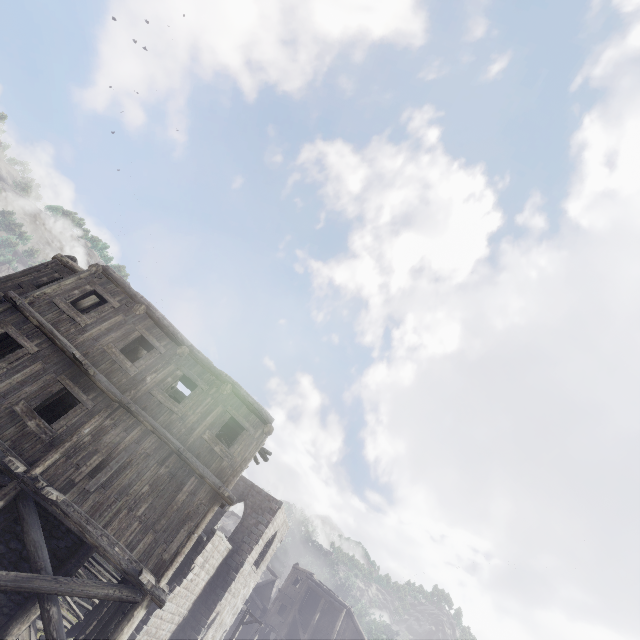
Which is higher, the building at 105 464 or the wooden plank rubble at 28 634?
the building at 105 464

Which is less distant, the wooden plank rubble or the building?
the building

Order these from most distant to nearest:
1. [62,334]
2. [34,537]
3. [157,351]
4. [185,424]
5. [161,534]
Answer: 1. [157,351]
2. [185,424]
3. [62,334]
4. [161,534]
5. [34,537]

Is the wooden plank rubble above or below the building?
below

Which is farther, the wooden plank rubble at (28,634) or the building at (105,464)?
the wooden plank rubble at (28,634)
